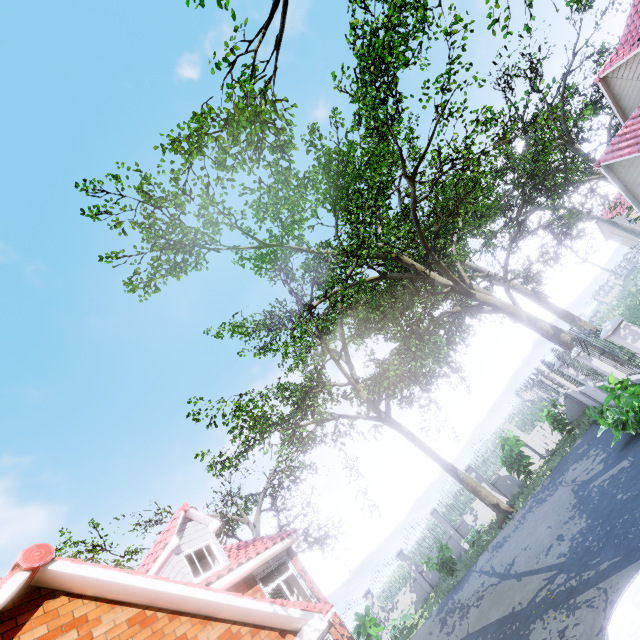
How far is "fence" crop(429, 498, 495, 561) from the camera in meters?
17.5

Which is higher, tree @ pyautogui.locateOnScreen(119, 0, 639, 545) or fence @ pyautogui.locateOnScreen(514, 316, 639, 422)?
tree @ pyautogui.locateOnScreen(119, 0, 639, 545)

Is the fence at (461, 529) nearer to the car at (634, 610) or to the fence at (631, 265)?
the car at (634, 610)

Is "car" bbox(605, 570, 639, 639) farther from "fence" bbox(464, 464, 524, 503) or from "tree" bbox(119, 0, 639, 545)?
"tree" bbox(119, 0, 639, 545)

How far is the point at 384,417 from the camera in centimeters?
1888cm

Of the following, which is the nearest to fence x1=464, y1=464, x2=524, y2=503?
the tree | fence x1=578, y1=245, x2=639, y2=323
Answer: the tree

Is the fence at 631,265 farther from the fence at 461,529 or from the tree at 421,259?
the fence at 461,529
